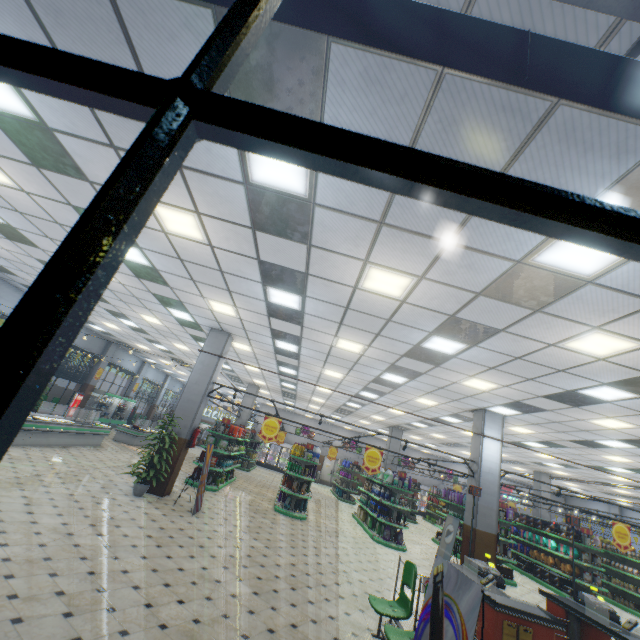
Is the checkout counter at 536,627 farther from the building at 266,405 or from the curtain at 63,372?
the curtain at 63,372

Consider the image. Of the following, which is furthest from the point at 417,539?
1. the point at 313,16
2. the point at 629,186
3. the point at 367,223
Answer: the point at 313,16

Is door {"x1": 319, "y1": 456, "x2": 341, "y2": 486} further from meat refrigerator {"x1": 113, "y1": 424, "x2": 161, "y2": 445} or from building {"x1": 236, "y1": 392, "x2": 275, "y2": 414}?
meat refrigerator {"x1": 113, "y1": 424, "x2": 161, "y2": 445}

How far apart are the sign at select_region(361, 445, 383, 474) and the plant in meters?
5.5 m

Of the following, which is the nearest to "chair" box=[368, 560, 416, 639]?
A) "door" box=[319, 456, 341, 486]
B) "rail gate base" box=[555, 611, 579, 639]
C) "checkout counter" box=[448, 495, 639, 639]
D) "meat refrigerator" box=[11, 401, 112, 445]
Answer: "checkout counter" box=[448, 495, 639, 639]

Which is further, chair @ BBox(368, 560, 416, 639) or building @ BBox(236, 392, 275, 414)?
building @ BBox(236, 392, 275, 414)

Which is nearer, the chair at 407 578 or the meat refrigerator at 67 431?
the chair at 407 578

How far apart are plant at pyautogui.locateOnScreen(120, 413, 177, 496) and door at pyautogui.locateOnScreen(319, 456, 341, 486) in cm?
2169
